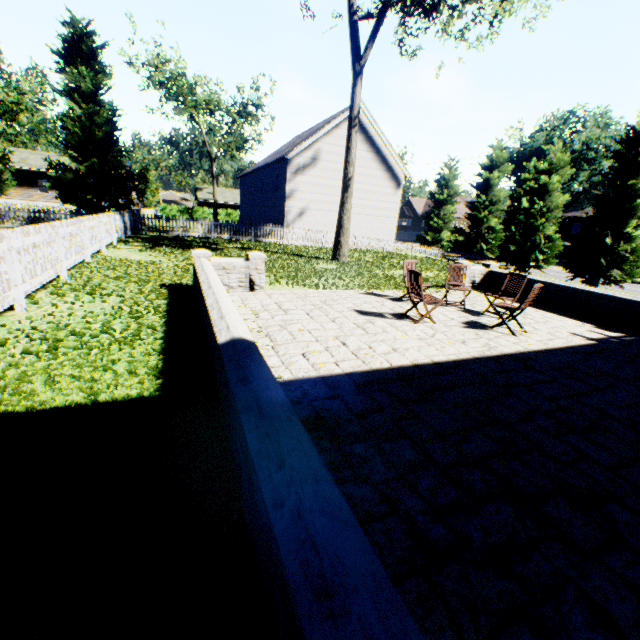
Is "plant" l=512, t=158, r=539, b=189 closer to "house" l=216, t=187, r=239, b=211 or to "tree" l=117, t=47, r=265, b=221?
"tree" l=117, t=47, r=265, b=221

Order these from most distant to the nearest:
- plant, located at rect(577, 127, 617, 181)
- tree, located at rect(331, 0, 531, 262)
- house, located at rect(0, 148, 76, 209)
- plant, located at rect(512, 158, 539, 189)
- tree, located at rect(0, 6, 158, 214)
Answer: plant, located at rect(577, 127, 617, 181), plant, located at rect(512, 158, 539, 189), house, located at rect(0, 148, 76, 209), tree, located at rect(0, 6, 158, 214), tree, located at rect(331, 0, 531, 262)

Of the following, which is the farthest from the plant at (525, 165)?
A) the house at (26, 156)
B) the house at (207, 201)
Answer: the house at (26, 156)

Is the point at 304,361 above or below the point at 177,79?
below

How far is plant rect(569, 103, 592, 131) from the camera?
58.6 meters

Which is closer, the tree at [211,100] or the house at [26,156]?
the tree at [211,100]

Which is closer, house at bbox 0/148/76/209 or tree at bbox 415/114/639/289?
tree at bbox 415/114/639/289

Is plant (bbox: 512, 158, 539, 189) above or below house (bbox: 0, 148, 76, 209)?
above
